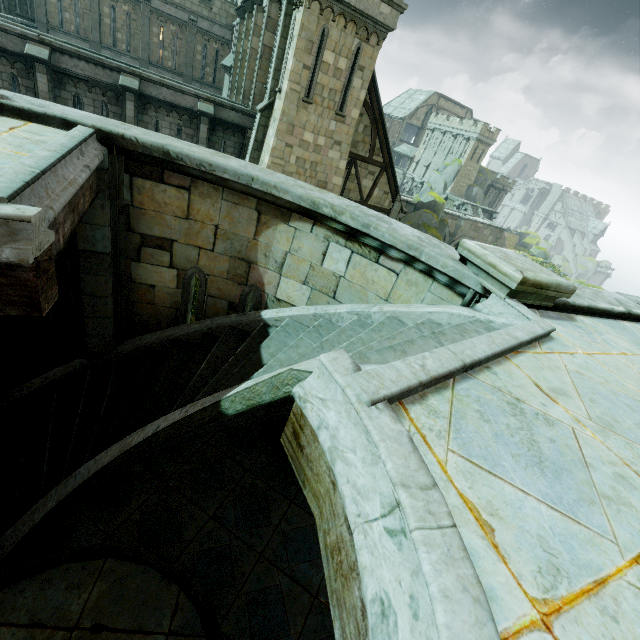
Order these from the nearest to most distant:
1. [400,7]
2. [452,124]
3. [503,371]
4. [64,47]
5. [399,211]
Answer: [503,371]
[400,7]
[64,47]
[399,211]
[452,124]

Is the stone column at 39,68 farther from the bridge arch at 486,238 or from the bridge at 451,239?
the bridge arch at 486,238

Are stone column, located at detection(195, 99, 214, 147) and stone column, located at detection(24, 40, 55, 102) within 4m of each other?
no

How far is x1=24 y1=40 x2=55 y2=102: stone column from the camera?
12.8 meters

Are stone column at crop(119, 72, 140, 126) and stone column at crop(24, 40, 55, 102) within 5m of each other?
yes

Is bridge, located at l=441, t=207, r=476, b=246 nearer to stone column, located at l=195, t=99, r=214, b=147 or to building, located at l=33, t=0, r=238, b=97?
building, located at l=33, t=0, r=238, b=97

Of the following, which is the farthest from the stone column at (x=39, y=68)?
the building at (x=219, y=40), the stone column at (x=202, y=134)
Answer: the building at (x=219, y=40)

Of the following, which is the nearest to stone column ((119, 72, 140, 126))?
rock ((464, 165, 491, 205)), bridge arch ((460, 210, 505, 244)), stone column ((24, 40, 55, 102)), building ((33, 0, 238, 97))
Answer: stone column ((24, 40, 55, 102))
